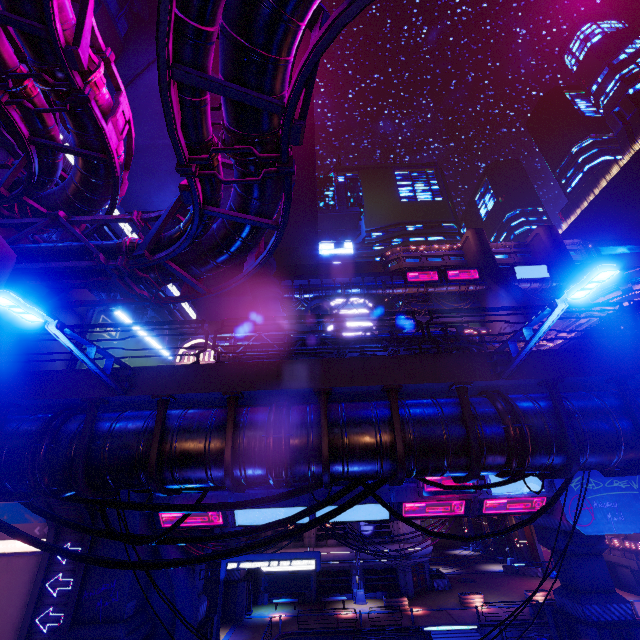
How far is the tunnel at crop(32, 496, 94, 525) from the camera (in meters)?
17.69

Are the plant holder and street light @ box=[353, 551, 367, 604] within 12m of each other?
yes

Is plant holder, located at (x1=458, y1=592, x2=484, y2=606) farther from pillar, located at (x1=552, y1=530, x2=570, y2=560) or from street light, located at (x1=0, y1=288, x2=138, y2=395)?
street light, located at (x1=0, y1=288, x2=138, y2=395)

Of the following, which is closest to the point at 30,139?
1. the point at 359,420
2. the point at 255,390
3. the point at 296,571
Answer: the point at 255,390

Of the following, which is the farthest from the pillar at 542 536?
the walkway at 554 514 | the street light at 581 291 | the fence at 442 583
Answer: the street light at 581 291

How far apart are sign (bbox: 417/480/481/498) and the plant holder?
19.50m

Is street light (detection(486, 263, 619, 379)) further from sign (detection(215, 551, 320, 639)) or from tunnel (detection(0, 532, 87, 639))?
tunnel (detection(0, 532, 87, 639))

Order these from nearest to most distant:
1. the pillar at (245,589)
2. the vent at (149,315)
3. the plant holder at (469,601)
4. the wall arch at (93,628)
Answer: the wall arch at (93,628) → the vent at (149,315) → the pillar at (245,589) → the plant holder at (469,601)
